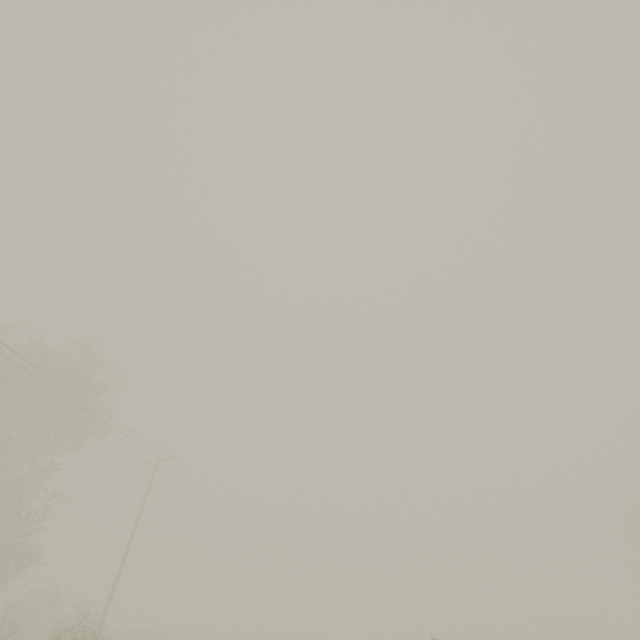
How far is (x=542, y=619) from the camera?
54.06m

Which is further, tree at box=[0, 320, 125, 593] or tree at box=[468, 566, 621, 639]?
tree at box=[468, 566, 621, 639]

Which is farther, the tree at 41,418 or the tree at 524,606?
the tree at 524,606
